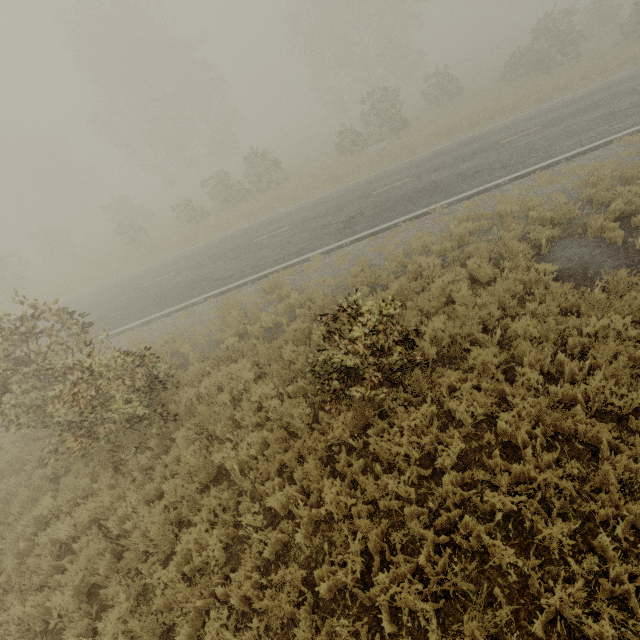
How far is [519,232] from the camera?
8.3m

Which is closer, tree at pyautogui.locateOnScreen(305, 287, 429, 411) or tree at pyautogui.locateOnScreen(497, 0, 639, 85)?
tree at pyautogui.locateOnScreen(305, 287, 429, 411)

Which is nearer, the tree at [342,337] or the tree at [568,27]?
the tree at [342,337]

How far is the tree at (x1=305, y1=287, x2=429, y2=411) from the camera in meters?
4.9 m

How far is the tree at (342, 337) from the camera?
4.9 meters
